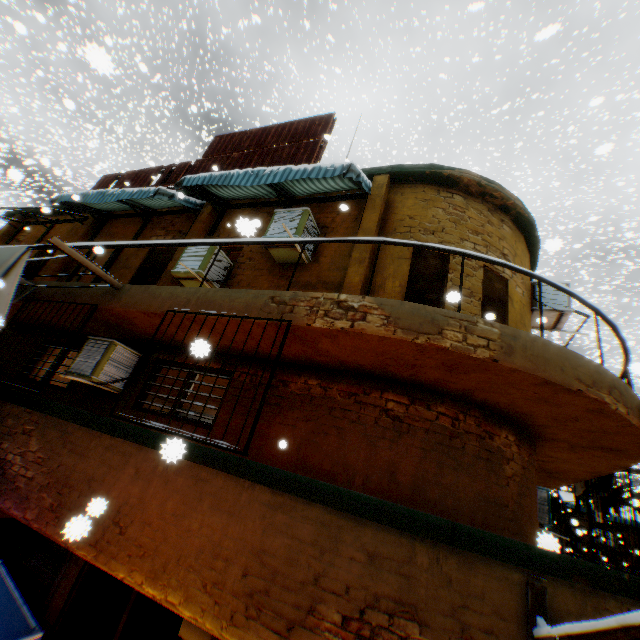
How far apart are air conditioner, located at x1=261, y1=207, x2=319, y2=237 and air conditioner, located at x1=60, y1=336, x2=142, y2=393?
2.75m

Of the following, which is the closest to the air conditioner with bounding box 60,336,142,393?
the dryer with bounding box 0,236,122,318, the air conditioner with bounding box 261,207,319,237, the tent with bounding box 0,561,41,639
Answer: the dryer with bounding box 0,236,122,318

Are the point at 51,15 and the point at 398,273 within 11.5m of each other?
no

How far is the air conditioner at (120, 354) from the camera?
5.9m

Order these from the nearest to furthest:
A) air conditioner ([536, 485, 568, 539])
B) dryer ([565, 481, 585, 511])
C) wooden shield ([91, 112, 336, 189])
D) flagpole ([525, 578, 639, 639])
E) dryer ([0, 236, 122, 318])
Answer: flagpole ([525, 578, 639, 639])
dryer ([0, 236, 122, 318])
air conditioner ([536, 485, 568, 539])
dryer ([565, 481, 585, 511])
wooden shield ([91, 112, 336, 189])

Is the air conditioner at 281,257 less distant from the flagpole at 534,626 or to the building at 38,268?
the building at 38,268

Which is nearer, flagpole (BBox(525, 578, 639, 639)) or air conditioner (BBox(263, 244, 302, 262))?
flagpole (BBox(525, 578, 639, 639))
